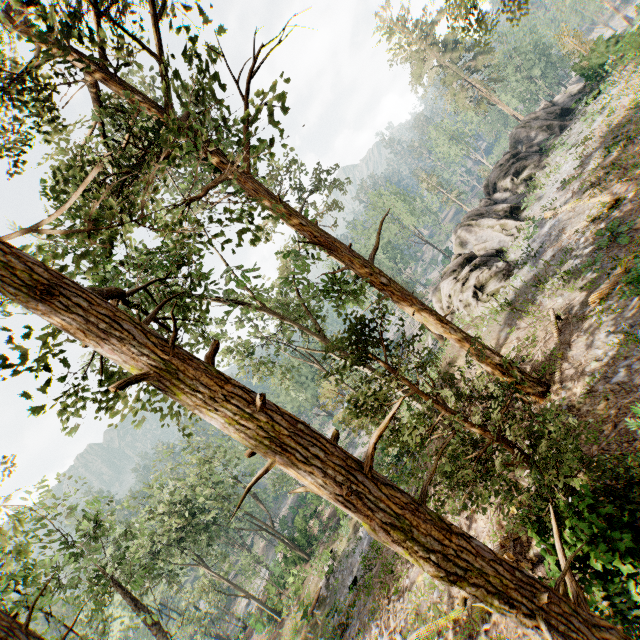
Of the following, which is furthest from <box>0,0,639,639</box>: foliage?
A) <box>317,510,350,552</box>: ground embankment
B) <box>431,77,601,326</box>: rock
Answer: <box>317,510,350,552</box>: ground embankment

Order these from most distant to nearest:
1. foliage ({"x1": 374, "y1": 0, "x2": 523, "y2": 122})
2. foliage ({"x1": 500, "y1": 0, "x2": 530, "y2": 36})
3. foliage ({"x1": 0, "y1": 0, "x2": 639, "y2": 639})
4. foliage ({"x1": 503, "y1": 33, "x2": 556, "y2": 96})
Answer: foliage ({"x1": 503, "y1": 33, "x2": 556, "y2": 96}) < foliage ({"x1": 374, "y1": 0, "x2": 523, "y2": 122}) < foliage ({"x1": 500, "y1": 0, "x2": 530, "y2": 36}) < foliage ({"x1": 0, "y1": 0, "x2": 639, "y2": 639})

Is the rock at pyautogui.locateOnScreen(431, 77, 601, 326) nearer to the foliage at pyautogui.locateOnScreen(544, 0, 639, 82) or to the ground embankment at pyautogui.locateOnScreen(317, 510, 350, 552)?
the foliage at pyautogui.locateOnScreen(544, 0, 639, 82)

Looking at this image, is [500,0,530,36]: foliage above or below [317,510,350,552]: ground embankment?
above

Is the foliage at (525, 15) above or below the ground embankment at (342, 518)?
above

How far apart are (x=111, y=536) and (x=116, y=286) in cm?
5712

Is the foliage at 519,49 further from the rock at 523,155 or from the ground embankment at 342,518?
the ground embankment at 342,518
